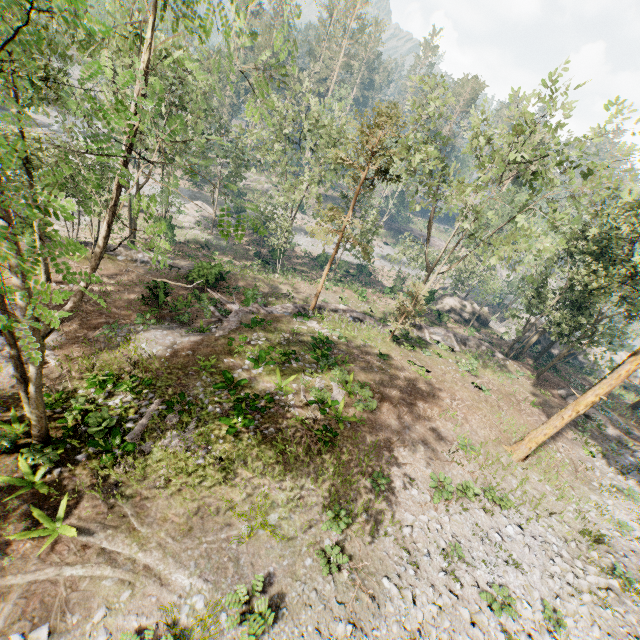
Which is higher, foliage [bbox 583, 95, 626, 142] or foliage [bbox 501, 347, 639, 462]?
foliage [bbox 583, 95, 626, 142]

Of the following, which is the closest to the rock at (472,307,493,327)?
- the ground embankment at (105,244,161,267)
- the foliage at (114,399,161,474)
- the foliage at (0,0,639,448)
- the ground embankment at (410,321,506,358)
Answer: the ground embankment at (410,321,506,358)

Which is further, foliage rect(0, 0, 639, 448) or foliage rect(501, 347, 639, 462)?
foliage rect(501, 347, 639, 462)

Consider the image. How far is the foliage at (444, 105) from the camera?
20.6 meters

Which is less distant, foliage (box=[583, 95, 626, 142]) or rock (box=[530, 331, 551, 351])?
foliage (box=[583, 95, 626, 142])

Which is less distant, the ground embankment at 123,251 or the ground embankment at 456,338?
the ground embankment at 123,251

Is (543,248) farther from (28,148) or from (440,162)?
(28,148)

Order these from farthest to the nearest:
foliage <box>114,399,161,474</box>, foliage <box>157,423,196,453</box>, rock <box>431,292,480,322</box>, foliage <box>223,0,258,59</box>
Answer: rock <box>431,292,480,322</box> → foliage <box>157,423,196,453</box> → foliage <box>114,399,161,474</box> → foliage <box>223,0,258,59</box>
